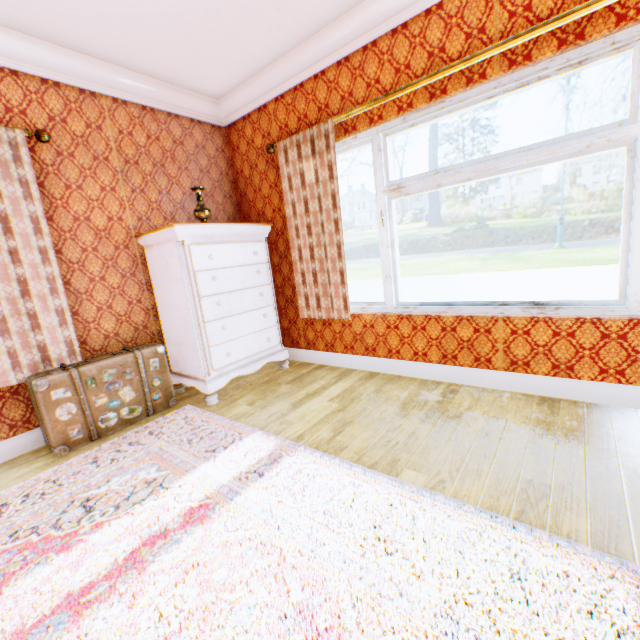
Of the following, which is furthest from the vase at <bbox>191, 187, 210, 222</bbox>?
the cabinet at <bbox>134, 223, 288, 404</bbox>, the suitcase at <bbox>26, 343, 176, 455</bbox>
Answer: the suitcase at <bbox>26, 343, 176, 455</bbox>

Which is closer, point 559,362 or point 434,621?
point 434,621

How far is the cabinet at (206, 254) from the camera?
2.9m

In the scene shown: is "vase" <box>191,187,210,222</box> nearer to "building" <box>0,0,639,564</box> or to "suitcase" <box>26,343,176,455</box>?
"building" <box>0,0,639,564</box>

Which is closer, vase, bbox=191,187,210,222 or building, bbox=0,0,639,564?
building, bbox=0,0,639,564

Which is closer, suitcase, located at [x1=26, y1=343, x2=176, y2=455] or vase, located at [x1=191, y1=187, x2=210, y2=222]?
suitcase, located at [x1=26, y1=343, x2=176, y2=455]

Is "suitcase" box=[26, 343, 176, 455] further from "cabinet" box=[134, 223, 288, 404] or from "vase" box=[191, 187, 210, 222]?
"vase" box=[191, 187, 210, 222]

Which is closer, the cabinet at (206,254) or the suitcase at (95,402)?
the suitcase at (95,402)
